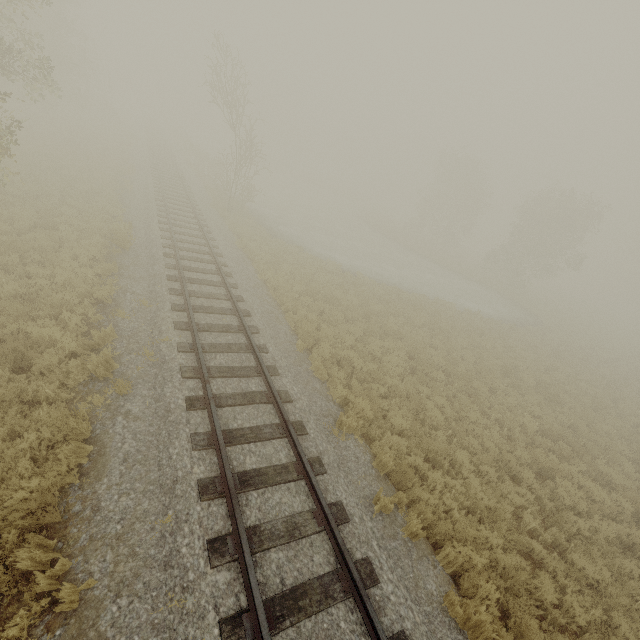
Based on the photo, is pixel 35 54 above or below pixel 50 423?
above

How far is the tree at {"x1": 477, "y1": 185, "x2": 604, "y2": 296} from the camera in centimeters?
3181cm

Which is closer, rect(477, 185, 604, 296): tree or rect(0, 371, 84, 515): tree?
rect(0, 371, 84, 515): tree

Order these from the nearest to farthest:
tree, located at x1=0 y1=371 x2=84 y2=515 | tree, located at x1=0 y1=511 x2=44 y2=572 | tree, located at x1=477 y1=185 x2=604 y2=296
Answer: tree, located at x1=0 y1=511 x2=44 y2=572, tree, located at x1=0 y1=371 x2=84 y2=515, tree, located at x1=477 y1=185 x2=604 y2=296

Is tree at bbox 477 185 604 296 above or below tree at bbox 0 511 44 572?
above

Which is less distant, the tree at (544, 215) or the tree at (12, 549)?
the tree at (12, 549)

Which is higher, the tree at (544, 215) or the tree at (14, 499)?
the tree at (544, 215)

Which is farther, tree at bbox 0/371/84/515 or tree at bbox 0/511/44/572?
tree at bbox 0/371/84/515
